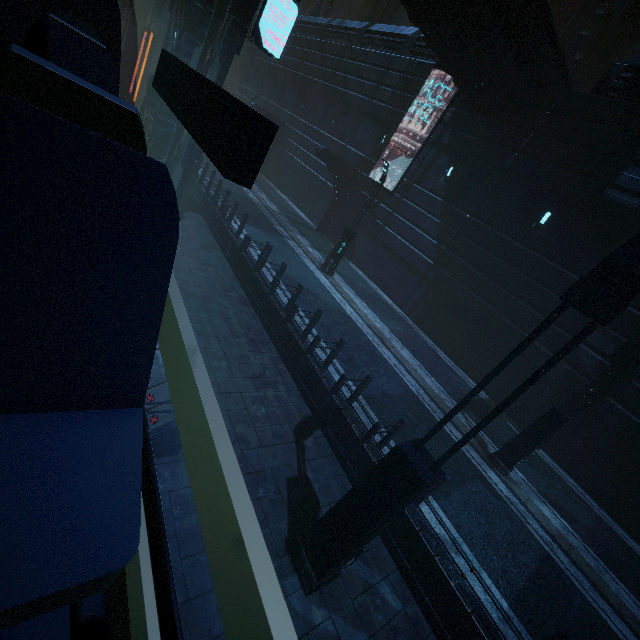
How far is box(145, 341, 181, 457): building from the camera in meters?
4.3 m

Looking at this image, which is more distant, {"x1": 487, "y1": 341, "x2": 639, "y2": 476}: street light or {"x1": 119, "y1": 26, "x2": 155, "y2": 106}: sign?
{"x1": 119, "y1": 26, "x2": 155, "y2": 106}: sign

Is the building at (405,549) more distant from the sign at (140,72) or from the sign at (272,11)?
the sign at (140,72)

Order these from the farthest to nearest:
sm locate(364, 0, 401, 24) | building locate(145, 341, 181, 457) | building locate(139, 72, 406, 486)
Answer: sm locate(364, 0, 401, 24) < building locate(139, 72, 406, 486) < building locate(145, 341, 181, 457)

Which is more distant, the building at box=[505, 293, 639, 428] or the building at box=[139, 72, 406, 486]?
the building at box=[505, 293, 639, 428]

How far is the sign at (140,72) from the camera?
17.47m

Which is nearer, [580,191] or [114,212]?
[114,212]

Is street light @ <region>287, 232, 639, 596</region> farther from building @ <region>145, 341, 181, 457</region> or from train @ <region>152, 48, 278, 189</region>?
train @ <region>152, 48, 278, 189</region>
